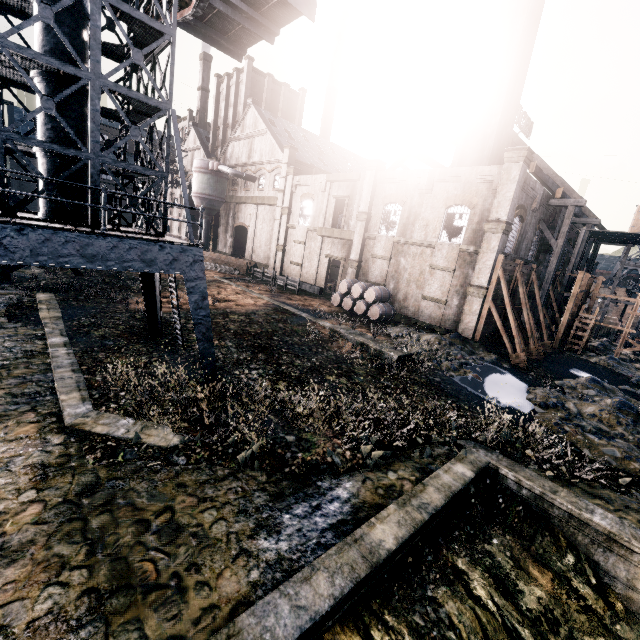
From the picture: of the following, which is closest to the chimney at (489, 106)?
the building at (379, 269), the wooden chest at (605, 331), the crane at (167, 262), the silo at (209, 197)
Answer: the crane at (167, 262)

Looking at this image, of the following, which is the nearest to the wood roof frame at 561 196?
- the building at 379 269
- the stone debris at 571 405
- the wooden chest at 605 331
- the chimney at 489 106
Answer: the chimney at 489 106

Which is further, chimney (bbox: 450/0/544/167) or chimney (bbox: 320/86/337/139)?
chimney (bbox: 320/86/337/139)

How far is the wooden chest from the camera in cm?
4116

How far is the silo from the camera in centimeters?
4403cm

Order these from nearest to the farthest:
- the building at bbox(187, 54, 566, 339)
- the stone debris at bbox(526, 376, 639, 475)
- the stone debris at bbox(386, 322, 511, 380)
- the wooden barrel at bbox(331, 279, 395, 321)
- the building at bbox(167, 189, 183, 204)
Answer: the stone debris at bbox(526, 376, 639, 475) < the stone debris at bbox(386, 322, 511, 380) < the building at bbox(187, 54, 566, 339) < the wooden barrel at bbox(331, 279, 395, 321) < the building at bbox(167, 189, 183, 204)

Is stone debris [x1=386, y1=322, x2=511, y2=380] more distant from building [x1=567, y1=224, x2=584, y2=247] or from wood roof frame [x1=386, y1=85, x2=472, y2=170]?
building [x1=567, y1=224, x2=584, y2=247]

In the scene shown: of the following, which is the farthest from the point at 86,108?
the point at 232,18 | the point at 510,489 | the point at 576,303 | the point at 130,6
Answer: the point at 576,303
